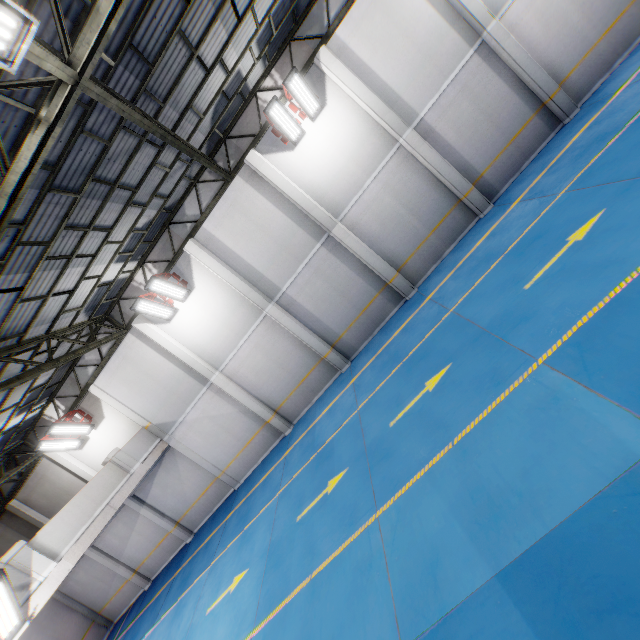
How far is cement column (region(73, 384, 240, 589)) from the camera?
14.2 meters

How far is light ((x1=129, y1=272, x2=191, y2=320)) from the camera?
11.78m

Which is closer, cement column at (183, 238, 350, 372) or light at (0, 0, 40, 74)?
light at (0, 0, 40, 74)

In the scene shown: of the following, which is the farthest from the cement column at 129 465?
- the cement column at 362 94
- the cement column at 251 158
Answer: the cement column at 362 94

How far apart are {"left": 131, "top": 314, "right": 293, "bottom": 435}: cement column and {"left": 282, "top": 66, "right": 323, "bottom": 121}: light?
9.7m

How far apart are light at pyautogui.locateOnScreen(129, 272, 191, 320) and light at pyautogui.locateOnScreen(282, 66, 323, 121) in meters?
7.4

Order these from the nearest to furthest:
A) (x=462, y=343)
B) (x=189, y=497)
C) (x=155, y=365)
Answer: (x=462, y=343)
(x=155, y=365)
(x=189, y=497)

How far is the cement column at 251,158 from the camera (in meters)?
11.50
